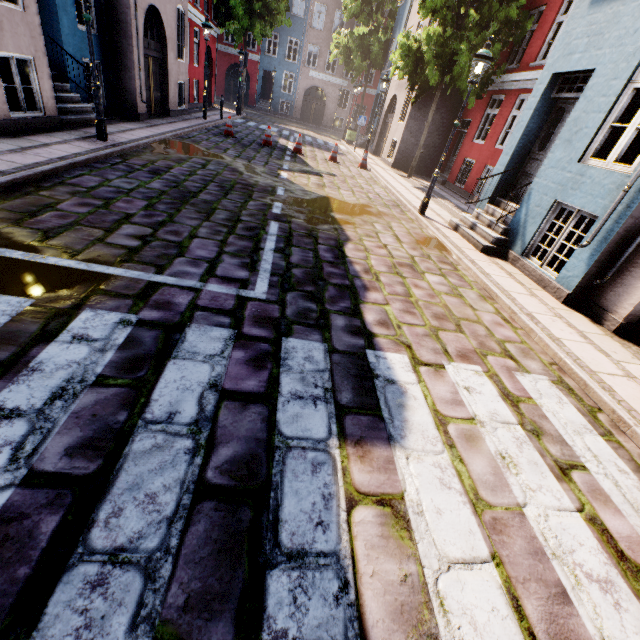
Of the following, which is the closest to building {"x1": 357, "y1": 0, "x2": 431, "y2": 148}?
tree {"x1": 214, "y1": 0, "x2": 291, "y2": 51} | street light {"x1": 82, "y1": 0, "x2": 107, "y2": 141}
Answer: street light {"x1": 82, "y1": 0, "x2": 107, "y2": 141}

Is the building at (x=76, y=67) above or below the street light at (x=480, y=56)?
below

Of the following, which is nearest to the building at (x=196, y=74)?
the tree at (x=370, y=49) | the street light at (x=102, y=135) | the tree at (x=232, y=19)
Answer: the tree at (x=370, y=49)

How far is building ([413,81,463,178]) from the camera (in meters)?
15.52

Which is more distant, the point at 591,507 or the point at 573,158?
the point at 573,158

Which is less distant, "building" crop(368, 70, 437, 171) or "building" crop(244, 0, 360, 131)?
"building" crop(368, 70, 437, 171)

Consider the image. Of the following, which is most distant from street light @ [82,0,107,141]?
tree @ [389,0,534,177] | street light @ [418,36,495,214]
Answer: tree @ [389,0,534,177]
